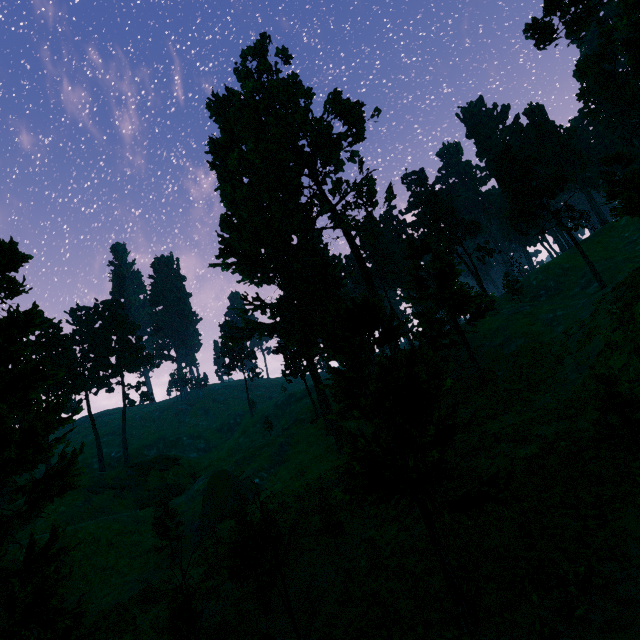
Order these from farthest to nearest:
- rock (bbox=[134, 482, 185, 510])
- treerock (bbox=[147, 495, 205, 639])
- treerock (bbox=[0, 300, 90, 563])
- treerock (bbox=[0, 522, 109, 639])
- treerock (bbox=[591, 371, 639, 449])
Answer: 1. rock (bbox=[134, 482, 185, 510])
2. treerock (bbox=[147, 495, 205, 639])
3. treerock (bbox=[0, 300, 90, 563])
4. treerock (bbox=[591, 371, 639, 449])
5. treerock (bbox=[0, 522, 109, 639])

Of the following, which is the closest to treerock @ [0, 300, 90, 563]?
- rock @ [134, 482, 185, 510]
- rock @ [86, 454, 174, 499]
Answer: rock @ [86, 454, 174, 499]

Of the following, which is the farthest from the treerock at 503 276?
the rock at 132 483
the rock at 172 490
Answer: the rock at 172 490

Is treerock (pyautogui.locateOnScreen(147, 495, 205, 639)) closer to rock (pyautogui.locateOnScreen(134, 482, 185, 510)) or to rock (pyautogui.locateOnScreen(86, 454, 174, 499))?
rock (pyautogui.locateOnScreen(86, 454, 174, 499))

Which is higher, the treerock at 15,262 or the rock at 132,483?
the treerock at 15,262

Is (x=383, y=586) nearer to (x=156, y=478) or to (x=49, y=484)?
(x=49, y=484)
